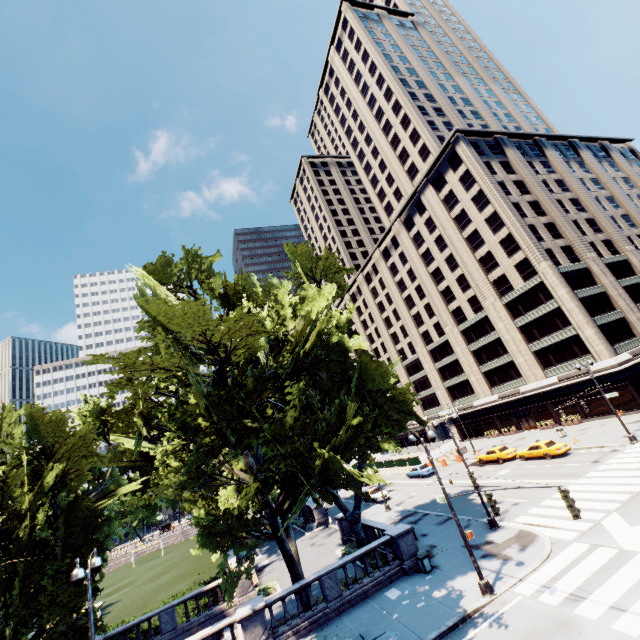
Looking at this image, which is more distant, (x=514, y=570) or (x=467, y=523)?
(x=467, y=523)

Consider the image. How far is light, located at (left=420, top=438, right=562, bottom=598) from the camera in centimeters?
1227cm

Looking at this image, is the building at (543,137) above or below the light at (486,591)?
above

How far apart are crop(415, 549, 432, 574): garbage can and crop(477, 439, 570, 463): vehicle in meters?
19.8

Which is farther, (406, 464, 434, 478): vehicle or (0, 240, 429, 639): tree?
(406, 464, 434, 478): vehicle

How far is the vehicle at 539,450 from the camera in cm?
3031

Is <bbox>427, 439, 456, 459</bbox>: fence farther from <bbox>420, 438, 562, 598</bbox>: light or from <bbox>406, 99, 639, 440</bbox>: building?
<bbox>420, 438, 562, 598</bbox>: light

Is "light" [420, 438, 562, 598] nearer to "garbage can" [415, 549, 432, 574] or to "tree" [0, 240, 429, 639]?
"tree" [0, 240, 429, 639]
